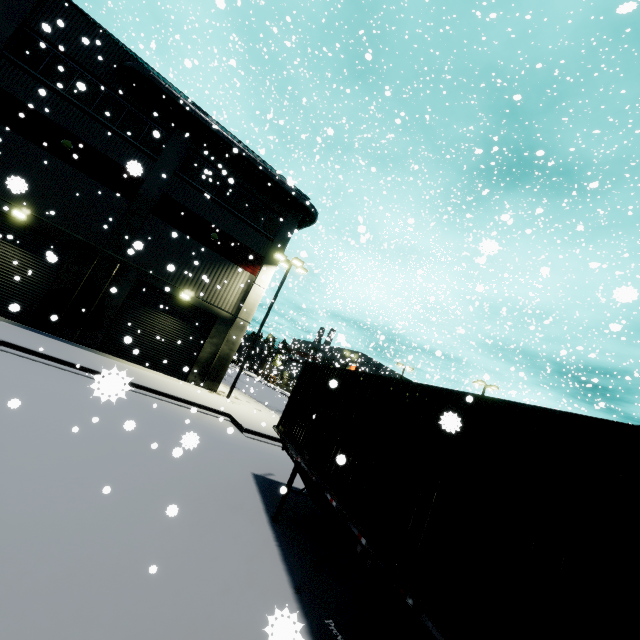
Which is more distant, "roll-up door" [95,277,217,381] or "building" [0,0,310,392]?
"roll-up door" [95,277,217,381]

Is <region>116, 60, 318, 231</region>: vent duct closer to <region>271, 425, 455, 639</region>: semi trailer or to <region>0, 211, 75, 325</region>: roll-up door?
<region>271, 425, 455, 639</region>: semi trailer

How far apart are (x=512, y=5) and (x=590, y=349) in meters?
35.7

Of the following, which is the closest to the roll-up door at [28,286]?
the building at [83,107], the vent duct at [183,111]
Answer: the building at [83,107]

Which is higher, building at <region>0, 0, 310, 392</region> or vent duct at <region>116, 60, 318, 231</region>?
vent duct at <region>116, 60, 318, 231</region>

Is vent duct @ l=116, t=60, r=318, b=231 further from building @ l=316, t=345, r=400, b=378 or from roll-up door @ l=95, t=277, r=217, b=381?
roll-up door @ l=95, t=277, r=217, b=381

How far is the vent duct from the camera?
16.41m

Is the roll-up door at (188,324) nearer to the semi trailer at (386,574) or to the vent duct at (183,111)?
the semi trailer at (386,574)
